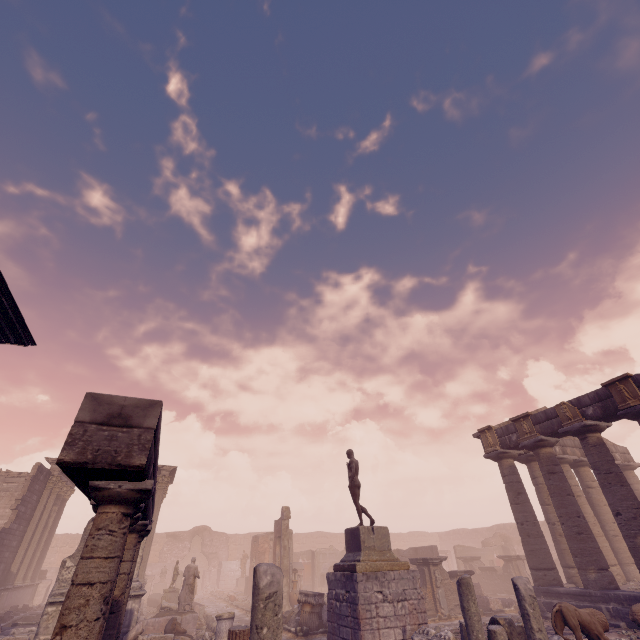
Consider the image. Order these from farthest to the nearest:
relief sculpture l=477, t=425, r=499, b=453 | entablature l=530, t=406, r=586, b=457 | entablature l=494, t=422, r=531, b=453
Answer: relief sculpture l=477, t=425, r=499, b=453, entablature l=494, t=422, r=531, b=453, entablature l=530, t=406, r=586, b=457

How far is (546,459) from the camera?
14.5m

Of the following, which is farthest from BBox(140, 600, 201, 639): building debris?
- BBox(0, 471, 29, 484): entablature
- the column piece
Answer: BBox(0, 471, 29, 484): entablature

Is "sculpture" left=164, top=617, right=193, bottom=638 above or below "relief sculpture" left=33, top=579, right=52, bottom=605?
below

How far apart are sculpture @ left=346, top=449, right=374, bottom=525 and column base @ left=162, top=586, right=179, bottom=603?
14.3m

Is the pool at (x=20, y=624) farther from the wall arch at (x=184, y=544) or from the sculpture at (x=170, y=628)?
the wall arch at (x=184, y=544)

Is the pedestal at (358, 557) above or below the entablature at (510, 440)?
below

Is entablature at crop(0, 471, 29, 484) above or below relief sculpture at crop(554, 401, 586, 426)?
above
